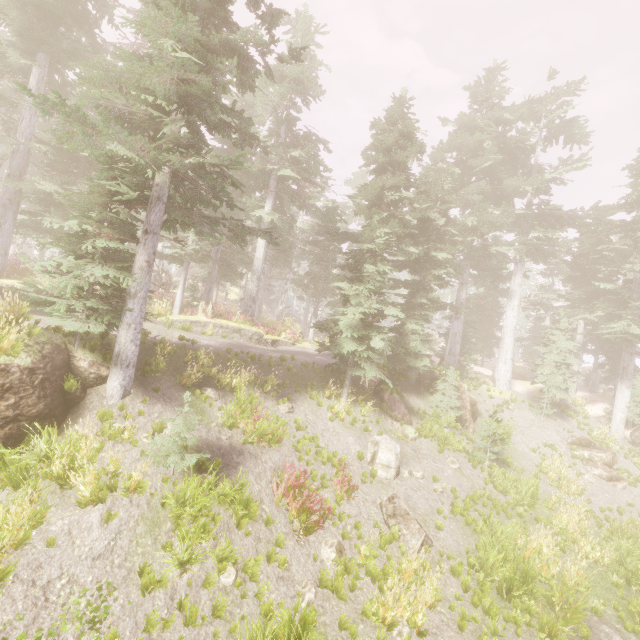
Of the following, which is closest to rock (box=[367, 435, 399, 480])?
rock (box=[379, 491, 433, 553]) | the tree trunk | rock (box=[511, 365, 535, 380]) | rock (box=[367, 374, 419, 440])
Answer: rock (box=[379, 491, 433, 553])

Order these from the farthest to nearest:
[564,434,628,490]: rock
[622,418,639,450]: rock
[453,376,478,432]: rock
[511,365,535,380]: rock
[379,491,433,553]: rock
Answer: [511,365,535,380]: rock < [622,418,639,450]: rock < [453,376,478,432]: rock < [564,434,628,490]: rock < [379,491,433,553]: rock

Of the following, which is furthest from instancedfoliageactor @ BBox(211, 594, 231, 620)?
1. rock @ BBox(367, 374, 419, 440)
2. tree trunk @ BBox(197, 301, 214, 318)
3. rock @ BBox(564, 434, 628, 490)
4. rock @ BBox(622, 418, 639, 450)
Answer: rock @ BBox(564, 434, 628, 490)

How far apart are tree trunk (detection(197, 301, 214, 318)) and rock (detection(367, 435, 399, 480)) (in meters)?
11.87

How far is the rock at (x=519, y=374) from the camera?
34.81m

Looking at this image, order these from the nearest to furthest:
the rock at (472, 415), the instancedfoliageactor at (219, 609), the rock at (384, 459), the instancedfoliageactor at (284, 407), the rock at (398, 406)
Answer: the instancedfoliageactor at (219, 609)
the rock at (384, 459)
the instancedfoliageactor at (284, 407)
the rock at (398, 406)
the rock at (472, 415)

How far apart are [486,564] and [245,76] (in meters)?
17.34

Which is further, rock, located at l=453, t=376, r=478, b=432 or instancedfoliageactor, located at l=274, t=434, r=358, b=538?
rock, located at l=453, t=376, r=478, b=432
